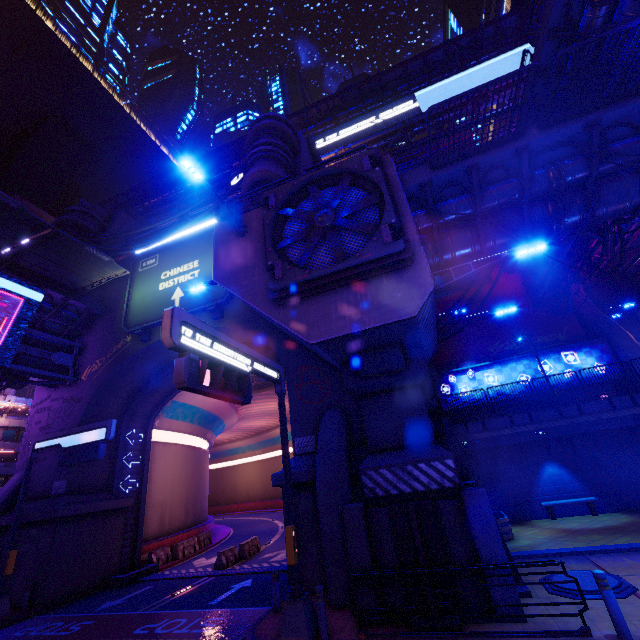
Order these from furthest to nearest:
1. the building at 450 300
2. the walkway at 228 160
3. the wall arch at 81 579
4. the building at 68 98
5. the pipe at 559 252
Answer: the building at 68 98 → the walkway at 228 160 → the building at 450 300 → the pipe at 559 252 → the wall arch at 81 579

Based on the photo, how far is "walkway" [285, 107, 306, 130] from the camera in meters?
42.2

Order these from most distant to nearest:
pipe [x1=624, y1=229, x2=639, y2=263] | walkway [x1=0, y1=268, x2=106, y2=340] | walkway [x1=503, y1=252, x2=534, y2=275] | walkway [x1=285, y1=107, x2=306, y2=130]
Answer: walkway [x1=285, y1=107, x2=306, y2=130] → walkway [x1=503, y1=252, x2=534, y2=275] → pipe [x1=624, y1=229, x2=639, y2=263] → walkway [x1=0, y1=268, x2=106, y2=340]

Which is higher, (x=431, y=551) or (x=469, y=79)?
(x=469, y=79)

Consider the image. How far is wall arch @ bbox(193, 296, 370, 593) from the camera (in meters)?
11.68

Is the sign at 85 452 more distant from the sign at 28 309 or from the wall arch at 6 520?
the sign at 28 309

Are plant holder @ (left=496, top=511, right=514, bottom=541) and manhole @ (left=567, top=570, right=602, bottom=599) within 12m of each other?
yes

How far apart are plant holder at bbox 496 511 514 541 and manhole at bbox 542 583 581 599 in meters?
4.0 m
